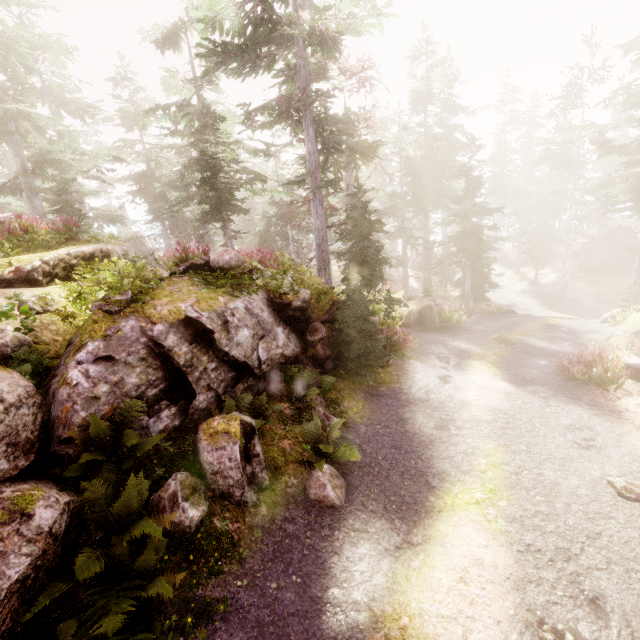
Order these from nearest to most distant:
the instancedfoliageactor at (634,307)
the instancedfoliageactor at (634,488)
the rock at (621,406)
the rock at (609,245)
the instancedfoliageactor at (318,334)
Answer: the instancedfoliageactor at (634,488), the rock at (621,406), the instancedfoliageactor at (318,334), the instancedfoliageactor at (634,307), the rock at (609,245)

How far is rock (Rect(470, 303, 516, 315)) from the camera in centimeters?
2461cm

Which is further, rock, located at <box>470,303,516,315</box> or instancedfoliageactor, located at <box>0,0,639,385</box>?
rock, located at <box>470,303,516,315</box>

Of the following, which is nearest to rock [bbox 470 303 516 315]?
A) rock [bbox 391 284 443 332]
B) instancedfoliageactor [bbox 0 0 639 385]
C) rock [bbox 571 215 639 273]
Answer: instancedfoliageactor [bbox 0 0 639 385]

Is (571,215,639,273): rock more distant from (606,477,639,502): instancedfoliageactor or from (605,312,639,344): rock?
(605,312,639,344): rock

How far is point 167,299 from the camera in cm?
738

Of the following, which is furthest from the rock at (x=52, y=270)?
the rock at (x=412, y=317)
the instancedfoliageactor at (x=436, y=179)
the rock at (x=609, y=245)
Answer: the rock at (x=609, y=245)
